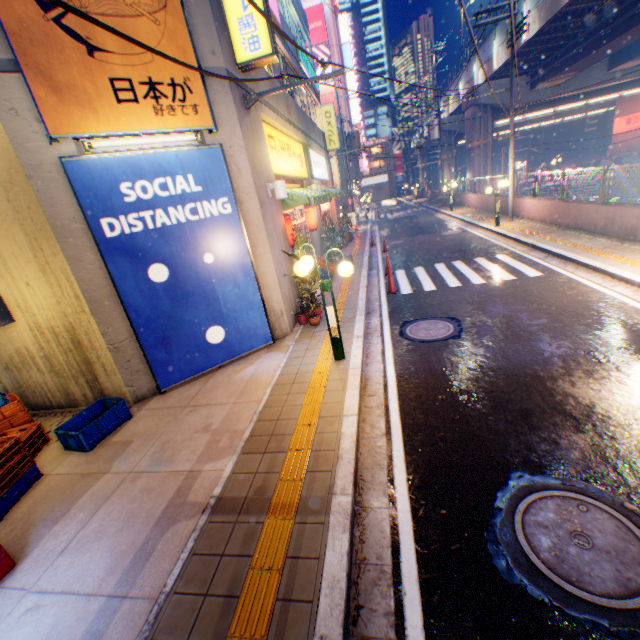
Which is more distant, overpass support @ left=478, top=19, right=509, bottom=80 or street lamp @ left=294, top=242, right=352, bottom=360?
overpass support @ left=478, top=19, right=509, bottom=80

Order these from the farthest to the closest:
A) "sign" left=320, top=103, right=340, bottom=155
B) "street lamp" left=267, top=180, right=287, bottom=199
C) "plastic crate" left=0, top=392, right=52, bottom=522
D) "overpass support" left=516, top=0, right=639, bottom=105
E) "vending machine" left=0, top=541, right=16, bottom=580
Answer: "sign" left=320, top=103, right=340, bottom=155, "overpass support" left=516, top=0, right=639, bottom=105, "street lamp" left=267, top=180, right=287, bottom=199, "plastic crate" left=0, top=392, right=52, bottom=522, "vending machine" left=0, top=541, right=16, bottom=580

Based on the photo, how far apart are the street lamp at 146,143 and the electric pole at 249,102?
1.63m

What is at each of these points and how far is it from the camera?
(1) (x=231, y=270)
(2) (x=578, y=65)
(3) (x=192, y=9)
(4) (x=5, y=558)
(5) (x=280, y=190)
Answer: (1) billboard, 6.9 meters
(2) overpass support, 20.8 meters
(3) building, 5.8 meters
(4) vending machine, 3.4 meters
(5) street lamp, 7.9 meters

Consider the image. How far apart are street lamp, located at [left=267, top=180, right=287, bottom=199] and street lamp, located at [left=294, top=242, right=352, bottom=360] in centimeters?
261cm

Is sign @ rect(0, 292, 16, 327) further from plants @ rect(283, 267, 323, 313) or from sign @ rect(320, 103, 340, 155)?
sign @ rect(320, 103, 340, 155)

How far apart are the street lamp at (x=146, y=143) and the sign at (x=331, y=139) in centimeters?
1628cm

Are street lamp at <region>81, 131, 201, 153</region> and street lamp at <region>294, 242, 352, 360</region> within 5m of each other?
yes
